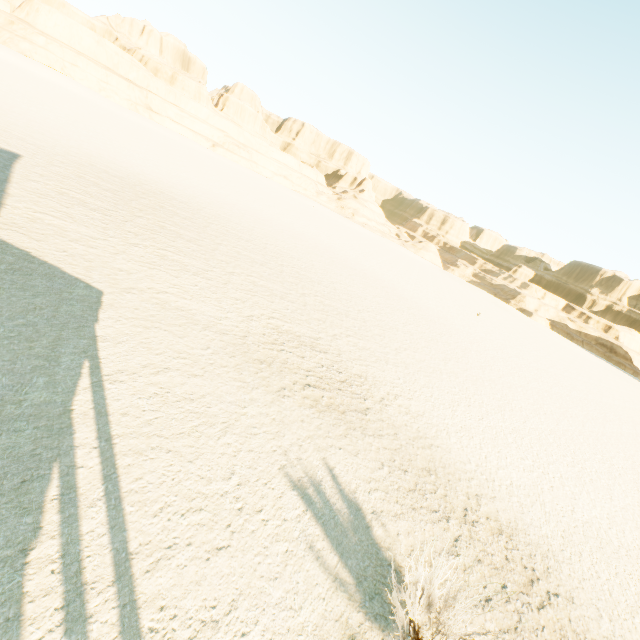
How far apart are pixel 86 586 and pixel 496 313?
62.1 meters
